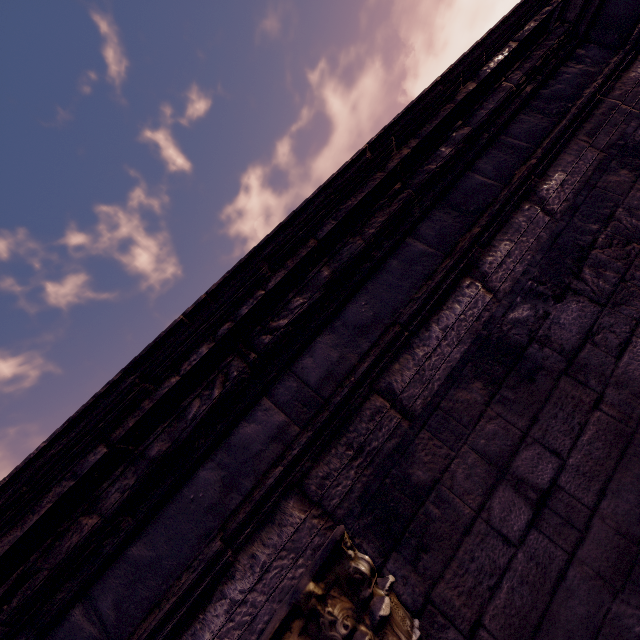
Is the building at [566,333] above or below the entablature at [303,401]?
below

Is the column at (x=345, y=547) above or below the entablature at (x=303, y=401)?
below

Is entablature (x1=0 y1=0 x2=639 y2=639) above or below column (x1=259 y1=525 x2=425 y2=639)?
above

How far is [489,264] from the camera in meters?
2.1

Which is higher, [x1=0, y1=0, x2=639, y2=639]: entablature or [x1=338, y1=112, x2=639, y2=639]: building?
[x1=0, y1=0, x2=639, y2=639]: entablature
